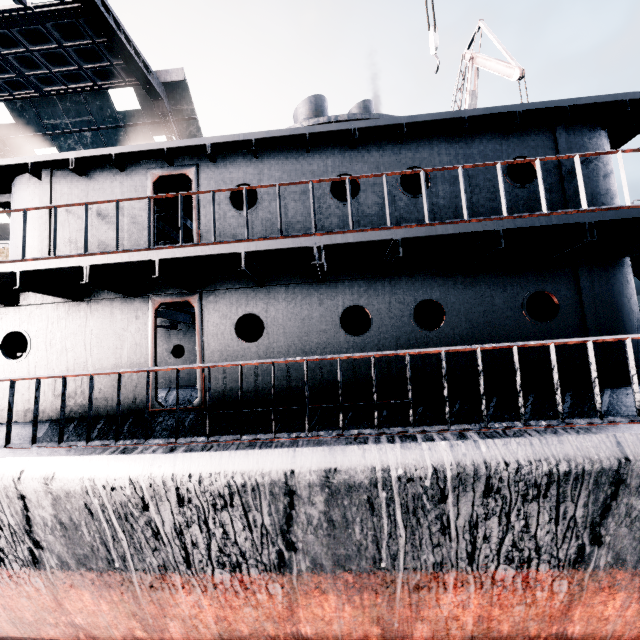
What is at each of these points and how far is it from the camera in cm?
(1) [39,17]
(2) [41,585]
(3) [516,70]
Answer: (1) building, 1553
(2) ship, 482
(3) crane, 1658

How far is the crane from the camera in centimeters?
1683cm

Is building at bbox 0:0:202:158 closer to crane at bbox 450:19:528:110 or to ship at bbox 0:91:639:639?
ship at bbox 0:91:639:639

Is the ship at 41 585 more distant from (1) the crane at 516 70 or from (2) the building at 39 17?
(2) the building at 39 17

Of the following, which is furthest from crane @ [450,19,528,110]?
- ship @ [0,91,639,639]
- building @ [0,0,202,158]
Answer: building @ [0,0,202,158]

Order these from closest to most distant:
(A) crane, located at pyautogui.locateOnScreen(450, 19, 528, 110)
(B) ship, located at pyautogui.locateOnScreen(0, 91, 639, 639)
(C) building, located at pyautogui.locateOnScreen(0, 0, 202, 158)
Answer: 1. (B) ship, located at pyautogui.locateOnScreen(0, 91, 639, 639)
2. (C) building, located at pyautogui.locateOnScreen(0, 0, 202, 158)
3. (A) crane, located at pyautogui.locateOnScreen(450, 19, 528, 110)

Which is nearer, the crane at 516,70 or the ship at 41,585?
the ship at 41,585
